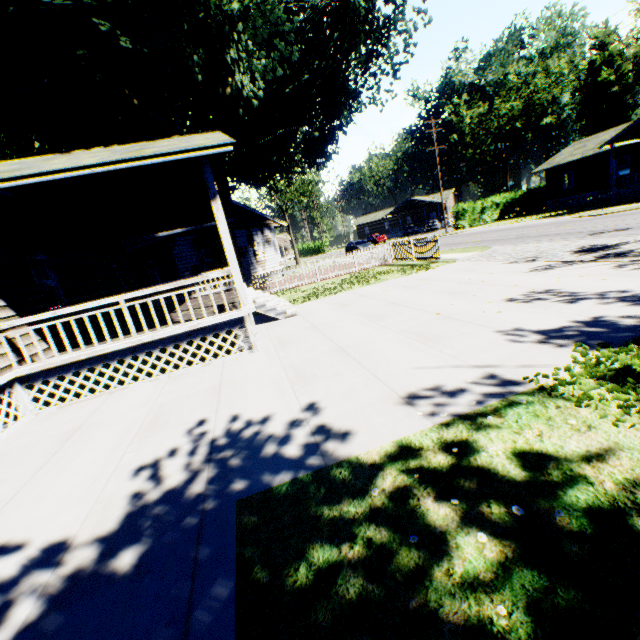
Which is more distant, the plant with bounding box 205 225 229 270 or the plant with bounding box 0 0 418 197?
the plant with bounding box 205 225 229 270

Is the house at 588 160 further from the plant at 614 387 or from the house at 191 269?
the house at 191 269

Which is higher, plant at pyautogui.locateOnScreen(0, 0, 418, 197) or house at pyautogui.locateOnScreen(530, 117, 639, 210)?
plant at pyautogui.locateOnScreen(0, 0, 418, 197)

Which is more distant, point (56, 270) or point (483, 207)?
point (483, 207)

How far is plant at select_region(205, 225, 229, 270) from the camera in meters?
18.4

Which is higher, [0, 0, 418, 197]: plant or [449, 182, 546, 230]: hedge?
[0, 0, 418, 197]: plant

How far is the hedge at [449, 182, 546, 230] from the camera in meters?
36.9
